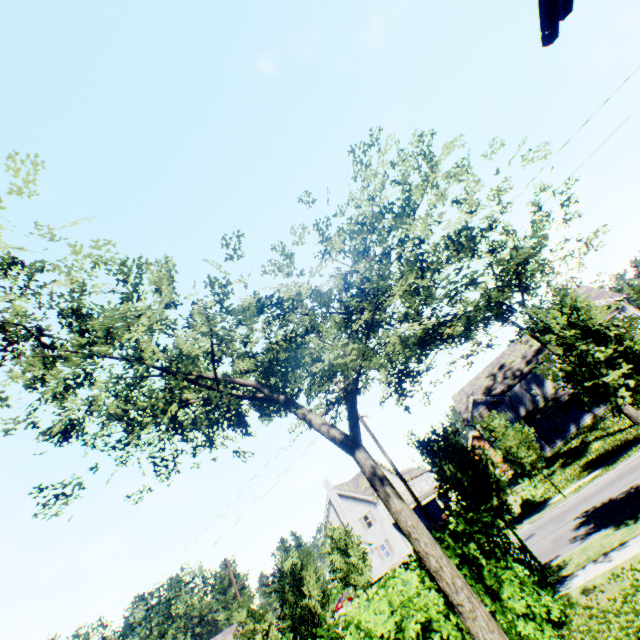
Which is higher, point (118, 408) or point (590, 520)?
point (118, 408)

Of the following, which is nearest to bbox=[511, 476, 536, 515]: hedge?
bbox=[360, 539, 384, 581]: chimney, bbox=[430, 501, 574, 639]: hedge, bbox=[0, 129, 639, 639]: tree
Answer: bbox=[0, 129, 639, 639]: tree

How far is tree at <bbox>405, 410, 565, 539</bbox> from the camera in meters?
12.5 m

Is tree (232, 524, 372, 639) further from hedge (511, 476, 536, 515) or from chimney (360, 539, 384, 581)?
chimney (360, 539, 384, 581)

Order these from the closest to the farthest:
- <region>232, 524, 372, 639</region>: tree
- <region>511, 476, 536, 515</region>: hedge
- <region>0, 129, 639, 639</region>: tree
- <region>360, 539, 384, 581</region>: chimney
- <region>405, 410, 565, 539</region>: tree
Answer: <region>0, 129, 639, 639</region>: tree, <region>405, 410, 565, 539</region>: tree, <region>232, 524, 372, 639</region>: tree, <region>511, 476, 536, 515</region>: hedge, <region>360, 539, 384, 581</region>: chimney

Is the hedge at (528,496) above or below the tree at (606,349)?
below

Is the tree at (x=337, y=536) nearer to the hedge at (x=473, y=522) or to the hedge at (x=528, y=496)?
the hedge at (x=473, y=522)

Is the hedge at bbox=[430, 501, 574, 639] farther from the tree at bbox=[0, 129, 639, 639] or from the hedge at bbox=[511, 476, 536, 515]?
the hedge at bbox=[511, 476, 536, 515]
